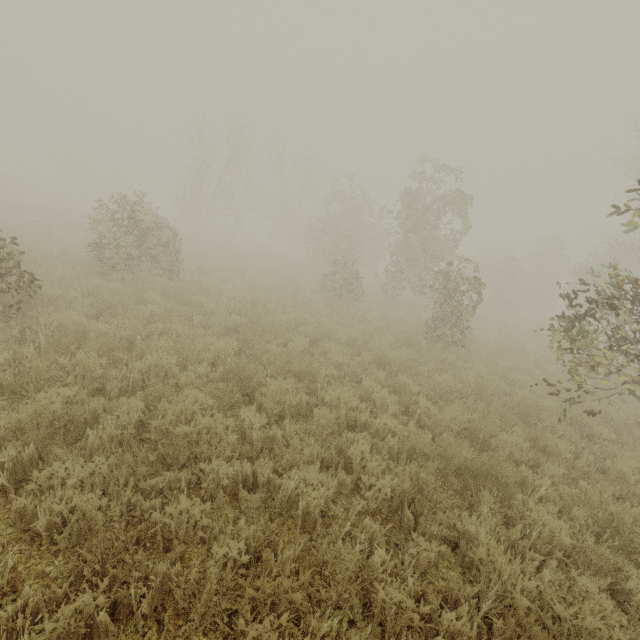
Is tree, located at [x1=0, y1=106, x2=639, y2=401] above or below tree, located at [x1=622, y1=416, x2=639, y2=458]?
above

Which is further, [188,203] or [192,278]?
[188,203]

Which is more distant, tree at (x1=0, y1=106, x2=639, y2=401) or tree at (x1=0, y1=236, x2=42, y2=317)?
tree at (x1=0, y1=236, x2=42, y2=317)

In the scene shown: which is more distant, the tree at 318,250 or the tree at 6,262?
the tree at 6,262

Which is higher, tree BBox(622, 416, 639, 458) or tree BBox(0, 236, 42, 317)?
tree BBox(0, 236, 42, 317)

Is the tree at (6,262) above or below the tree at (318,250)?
below
